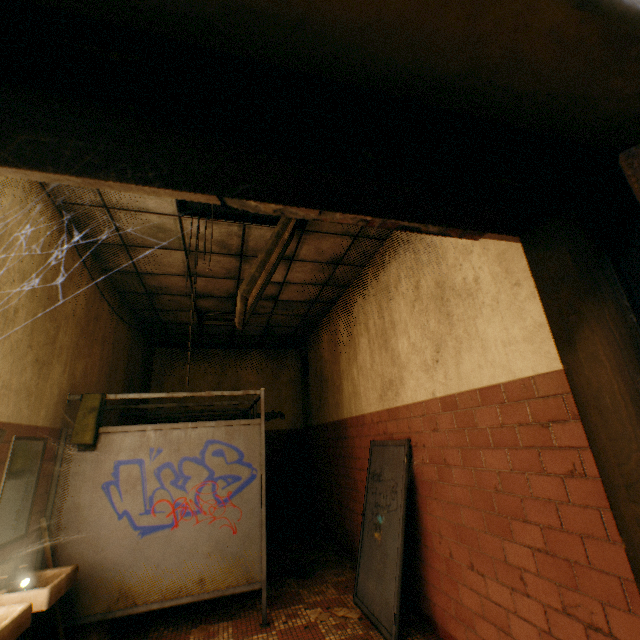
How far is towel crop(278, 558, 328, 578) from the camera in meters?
4.3 m

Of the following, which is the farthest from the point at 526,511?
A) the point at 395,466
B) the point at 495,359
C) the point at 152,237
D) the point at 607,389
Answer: the point at 152,237

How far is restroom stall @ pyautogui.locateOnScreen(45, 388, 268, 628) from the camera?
3.03m

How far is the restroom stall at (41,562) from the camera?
2.9 meters

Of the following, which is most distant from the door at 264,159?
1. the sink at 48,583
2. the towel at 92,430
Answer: the towel at 92,430

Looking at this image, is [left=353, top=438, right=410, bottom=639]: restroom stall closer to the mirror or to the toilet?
the toilet

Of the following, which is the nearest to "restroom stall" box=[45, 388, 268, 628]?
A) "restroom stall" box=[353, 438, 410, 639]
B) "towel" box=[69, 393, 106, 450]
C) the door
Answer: "towel" box=[69, 393, 106, 450]
